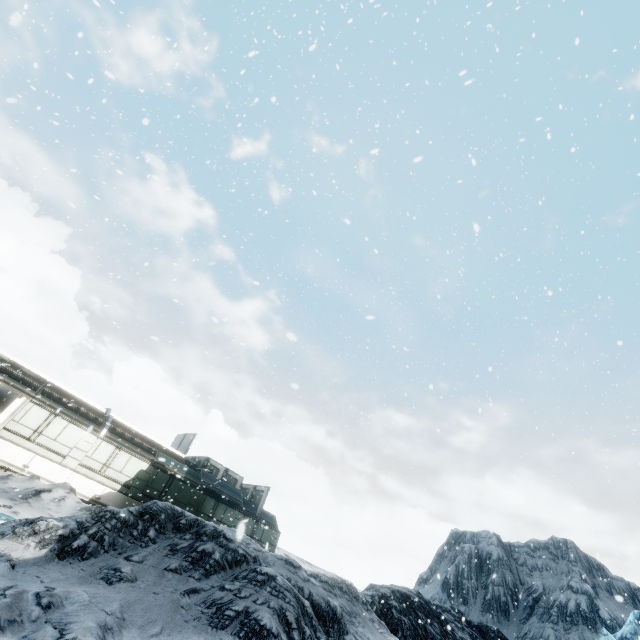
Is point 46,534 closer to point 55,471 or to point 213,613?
point 213,613
